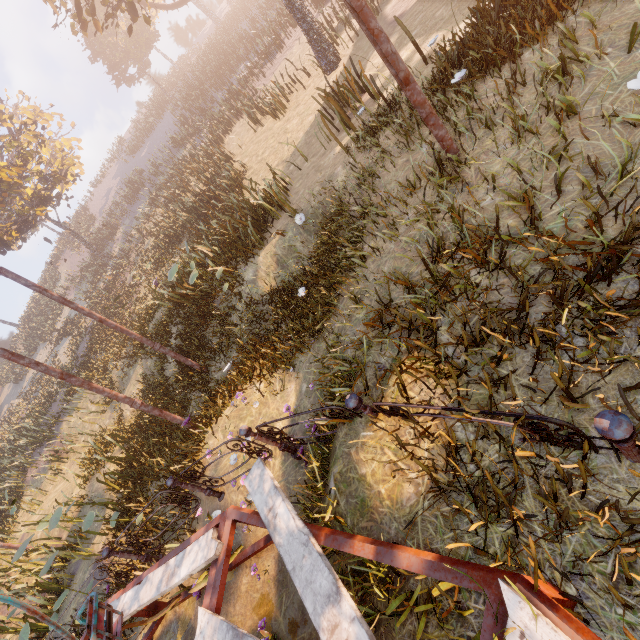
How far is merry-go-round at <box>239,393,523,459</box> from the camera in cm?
234

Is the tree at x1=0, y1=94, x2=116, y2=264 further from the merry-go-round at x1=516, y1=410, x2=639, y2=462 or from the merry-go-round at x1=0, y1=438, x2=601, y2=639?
the merry-go-round at x1=516, y1=410, x2=639, y2=462

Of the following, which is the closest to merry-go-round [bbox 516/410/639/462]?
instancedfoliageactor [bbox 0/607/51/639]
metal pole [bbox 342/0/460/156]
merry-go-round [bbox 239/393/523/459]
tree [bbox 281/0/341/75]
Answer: merry-go-round [bbox 239/393/523/459]

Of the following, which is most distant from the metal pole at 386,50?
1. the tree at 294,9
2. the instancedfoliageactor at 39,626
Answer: the instancedfoliageactor at 39,626

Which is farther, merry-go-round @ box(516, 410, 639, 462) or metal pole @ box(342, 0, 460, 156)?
metal pole @ box(342, 0, 460, 156)

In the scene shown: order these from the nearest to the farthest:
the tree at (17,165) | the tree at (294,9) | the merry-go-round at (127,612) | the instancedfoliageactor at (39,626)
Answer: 1. the merry-go-round at (127,612)
2. the instancedfoliageactor at (39,626)
3. the tree at (294,9)
4. the tree at (17,165)

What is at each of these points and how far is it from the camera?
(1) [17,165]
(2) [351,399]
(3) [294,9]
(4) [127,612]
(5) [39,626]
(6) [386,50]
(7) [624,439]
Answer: (1) tree, 19.91m
(2) merry-go-round, 3.20m
(3) tree, 12.67m
(4) merry-go-round, 4.14m
(5) instancedfoliageactor, 6.23m
(6) metal pole, 3.57m
(7) merry-go-round, 1.73m

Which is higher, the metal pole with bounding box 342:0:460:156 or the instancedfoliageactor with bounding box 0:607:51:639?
the metal pole with bounding box 342:0:460:156
